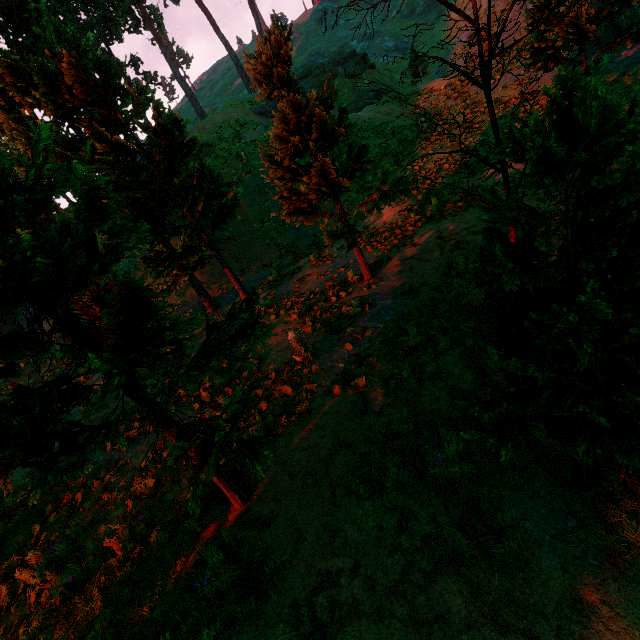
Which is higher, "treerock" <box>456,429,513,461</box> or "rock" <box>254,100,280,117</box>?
"rock" <box>254,100,280,117</box>

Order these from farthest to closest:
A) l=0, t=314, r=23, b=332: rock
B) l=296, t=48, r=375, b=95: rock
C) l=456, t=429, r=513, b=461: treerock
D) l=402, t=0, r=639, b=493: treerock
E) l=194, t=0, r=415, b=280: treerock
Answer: l=296, t=48, r=375, b=95: rock < l=0, t=314, r=23, b=332: rock < l=194, t=0, r=415, b=280: treerock < l=456, t=429, r=513, b=461: treerock < l=402, t=0, r=639, b=493: treerock

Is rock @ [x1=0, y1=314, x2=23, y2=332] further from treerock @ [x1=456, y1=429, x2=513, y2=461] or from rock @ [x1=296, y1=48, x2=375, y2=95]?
rock @ [x1=296, y1=48, x2=375, y2=95]

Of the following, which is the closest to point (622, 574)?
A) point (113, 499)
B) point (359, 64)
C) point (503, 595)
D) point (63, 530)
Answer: point (503, 595)

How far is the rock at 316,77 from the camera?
32.6m

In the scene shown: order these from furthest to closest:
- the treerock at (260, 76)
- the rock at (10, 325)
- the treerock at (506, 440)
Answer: the rock at (10, 325) → the treerock at (260, 76) → the treerock at (506, 440)

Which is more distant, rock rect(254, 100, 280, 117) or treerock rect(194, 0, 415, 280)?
rock rect(254, 100, 280, 117)
